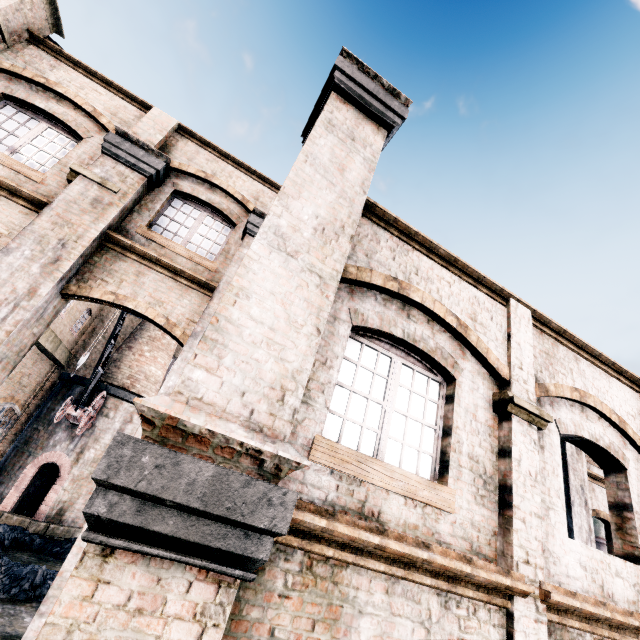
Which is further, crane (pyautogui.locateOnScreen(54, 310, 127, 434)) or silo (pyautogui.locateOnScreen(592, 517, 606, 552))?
silo (pyautogui.locateOnScreen(592, 517, 606, 552))

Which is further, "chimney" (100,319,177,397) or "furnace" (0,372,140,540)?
"chimney" (100,319,177,397)

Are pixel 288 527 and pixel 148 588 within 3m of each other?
yes

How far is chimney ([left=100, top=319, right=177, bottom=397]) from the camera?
19.6m

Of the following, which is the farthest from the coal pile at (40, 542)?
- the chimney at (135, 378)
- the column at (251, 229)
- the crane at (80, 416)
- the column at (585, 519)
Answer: the column at (585, 519)

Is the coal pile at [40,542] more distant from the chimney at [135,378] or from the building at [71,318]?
the chimney at [135,378]

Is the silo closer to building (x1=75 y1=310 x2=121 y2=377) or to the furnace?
building (x1=75 y1=310 x2=121 y2=377)

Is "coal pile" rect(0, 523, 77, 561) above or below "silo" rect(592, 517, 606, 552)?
below
